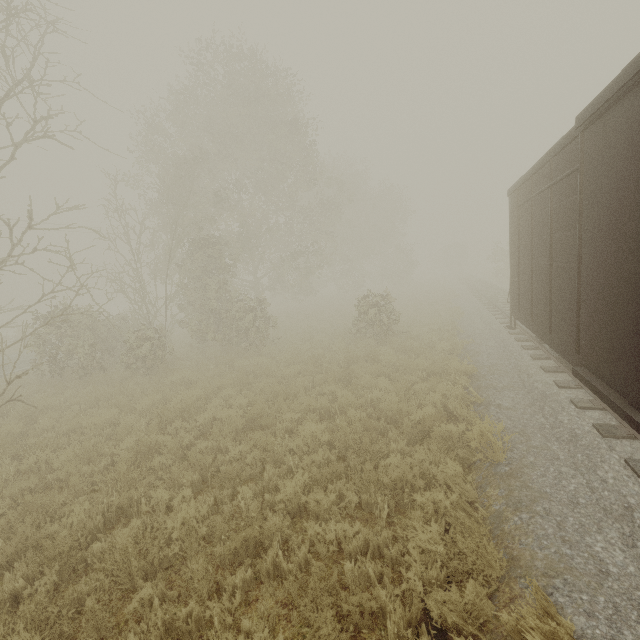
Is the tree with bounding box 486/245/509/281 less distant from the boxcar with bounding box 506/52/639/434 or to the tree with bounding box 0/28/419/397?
the tree with bounding box 0/28/419/397

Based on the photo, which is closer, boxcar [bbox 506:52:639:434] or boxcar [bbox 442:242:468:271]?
boxcar [bbox 506:52:639:434]

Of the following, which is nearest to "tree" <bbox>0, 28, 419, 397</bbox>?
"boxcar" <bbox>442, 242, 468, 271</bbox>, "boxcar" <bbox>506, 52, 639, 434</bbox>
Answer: "boxcar" <bbox>506, 52, 639, 434</bbox>

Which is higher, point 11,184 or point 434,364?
point 11,184

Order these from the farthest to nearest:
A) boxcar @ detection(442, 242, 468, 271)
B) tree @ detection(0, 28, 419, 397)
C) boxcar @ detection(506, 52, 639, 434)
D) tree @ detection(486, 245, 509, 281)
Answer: boxcar @ detection(442, 242, 468, 271) → tree @ detection(486, 245, 509, 281) → tree @ detection(0, 28, 419, 397) → boxcar @ detection(506, 52, 639, 434)

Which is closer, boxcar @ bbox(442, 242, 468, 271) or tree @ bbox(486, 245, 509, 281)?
tree @ bbox(486, 245, 509, 281)

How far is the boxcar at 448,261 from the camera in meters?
52.3

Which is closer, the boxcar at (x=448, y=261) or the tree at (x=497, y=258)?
the tree at (x=497, y=258)
